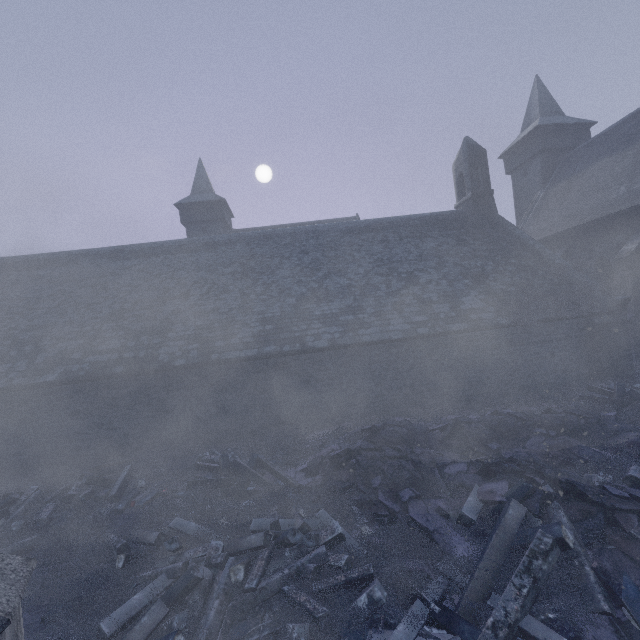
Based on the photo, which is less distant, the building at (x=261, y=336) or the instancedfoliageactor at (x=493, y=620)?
the instancedfoliageactor at (x=493, y=620)

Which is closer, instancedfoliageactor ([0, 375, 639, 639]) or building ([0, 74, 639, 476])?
instancedfoliageactor ([0, 375, 639, 639])

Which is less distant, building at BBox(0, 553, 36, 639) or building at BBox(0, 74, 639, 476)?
building at BBox(0, 553, 36, 639)

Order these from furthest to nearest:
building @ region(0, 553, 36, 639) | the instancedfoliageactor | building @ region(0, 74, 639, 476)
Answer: building @ region(0, 74, 639, 476)
the instancedfoliageactor
building @ region(0, 553, 36, 639)

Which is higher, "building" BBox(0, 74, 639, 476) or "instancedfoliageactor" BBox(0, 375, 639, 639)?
"building" BBox(0, 74, 639, 476)

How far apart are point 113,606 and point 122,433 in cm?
775
